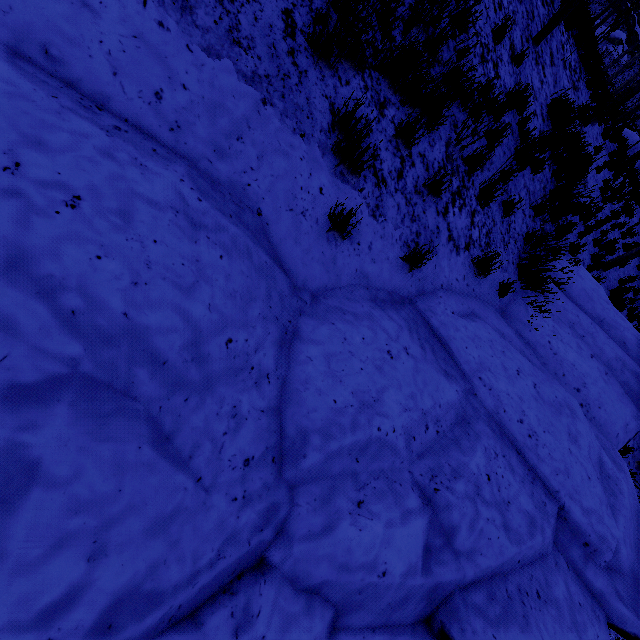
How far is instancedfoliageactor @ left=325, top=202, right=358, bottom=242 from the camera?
Answer: 2.85m

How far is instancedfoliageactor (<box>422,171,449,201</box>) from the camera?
3.8 meters

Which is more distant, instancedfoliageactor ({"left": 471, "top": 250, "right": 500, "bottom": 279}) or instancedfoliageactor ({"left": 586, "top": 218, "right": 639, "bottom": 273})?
instancedfoliageactor ({"left": 586, "top": 218, "right": 639, "bottom": 273})

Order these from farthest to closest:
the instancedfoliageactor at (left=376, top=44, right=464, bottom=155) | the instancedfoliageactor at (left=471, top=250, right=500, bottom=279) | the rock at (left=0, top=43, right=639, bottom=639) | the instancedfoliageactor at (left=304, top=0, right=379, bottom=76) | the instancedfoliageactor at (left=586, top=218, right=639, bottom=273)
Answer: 1. the instancedfoliageactor at (left=586, top=218, right=639, bottom=273)
2. the instancedfoliageactor at (left=471, top=250, right=500, bottom=279)
3. the instancedfoliageactor at (left=376, top=44, right=464, bottom=155)
4. the instancedfoliageactor at (left=304, top=0, right=379, bottom=76)
5. the rock at (left=0, top=43, right=639, bottom=639)

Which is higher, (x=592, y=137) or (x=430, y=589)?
(x=592, y=137)

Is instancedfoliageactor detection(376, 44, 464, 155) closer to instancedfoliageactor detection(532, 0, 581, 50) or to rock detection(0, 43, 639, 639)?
rock detection(0, 43, 639, 639)

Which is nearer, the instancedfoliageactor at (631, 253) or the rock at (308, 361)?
the rock at (308, 361)

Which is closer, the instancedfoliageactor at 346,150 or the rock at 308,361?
the rock at 308,361
